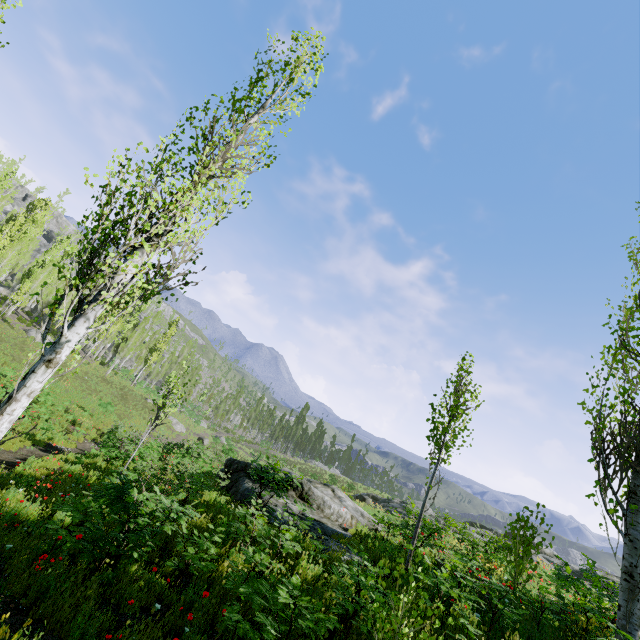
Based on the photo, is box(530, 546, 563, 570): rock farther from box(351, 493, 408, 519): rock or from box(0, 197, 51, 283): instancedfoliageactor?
box(351, 493, 408, 519): rock

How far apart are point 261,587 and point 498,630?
5.0m

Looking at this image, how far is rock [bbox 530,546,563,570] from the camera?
19.2 meters

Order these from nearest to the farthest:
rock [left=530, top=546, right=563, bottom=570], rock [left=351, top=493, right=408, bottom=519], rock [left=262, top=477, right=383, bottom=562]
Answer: rock [left=262, top=477, right=383, bottom=562] < rock [left=530, top=546, right=563, bottom=570] < rock [left=351, top=493, right=408, bottom=519]

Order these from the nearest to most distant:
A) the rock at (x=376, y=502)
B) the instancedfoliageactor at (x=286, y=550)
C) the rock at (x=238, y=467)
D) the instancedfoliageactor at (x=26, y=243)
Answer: the instancedfoliageactor at (x=286, y=550)
the rock at (x=238, y=467)
the rock at (x=376, y=502)
the instancedfoliageactor at (x=26, y=243)

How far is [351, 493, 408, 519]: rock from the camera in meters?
26.6 m

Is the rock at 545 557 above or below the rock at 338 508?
above

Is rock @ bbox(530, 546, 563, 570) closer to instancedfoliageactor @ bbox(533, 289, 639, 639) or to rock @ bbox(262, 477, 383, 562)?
instancedfoliageactor @ bbox(533, 289, 639, 639)
